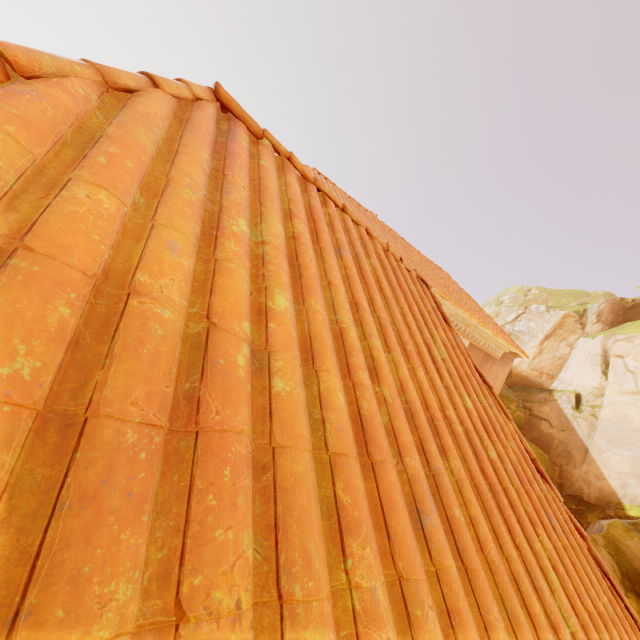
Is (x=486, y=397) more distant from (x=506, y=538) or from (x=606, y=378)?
(x=606, y=378)
